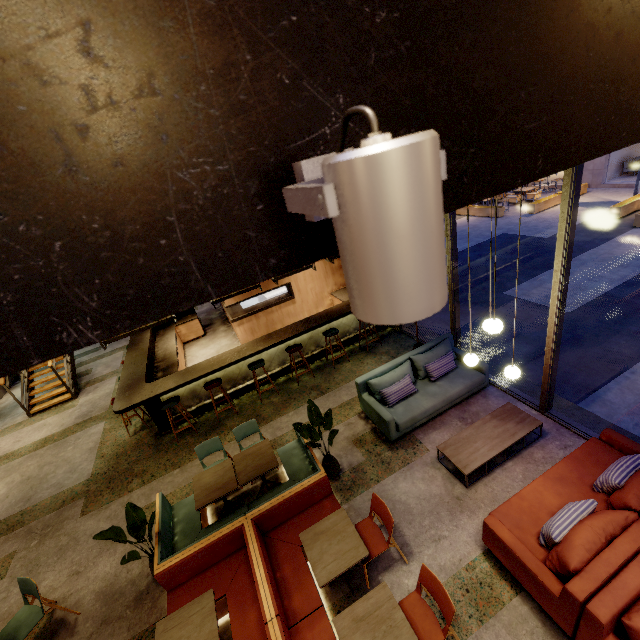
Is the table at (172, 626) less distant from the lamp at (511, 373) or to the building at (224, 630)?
the building at (224, 630)

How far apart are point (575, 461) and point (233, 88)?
5.6 meters

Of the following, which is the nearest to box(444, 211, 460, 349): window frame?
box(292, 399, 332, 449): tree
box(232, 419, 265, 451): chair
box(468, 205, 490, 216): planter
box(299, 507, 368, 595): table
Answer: box(292, 399, 332, 449): tree

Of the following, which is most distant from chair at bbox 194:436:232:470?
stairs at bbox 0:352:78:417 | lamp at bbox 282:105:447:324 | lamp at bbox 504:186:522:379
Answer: stairs at bbox 0:352:78:417

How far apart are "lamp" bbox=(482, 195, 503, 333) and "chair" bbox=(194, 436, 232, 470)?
4.2m

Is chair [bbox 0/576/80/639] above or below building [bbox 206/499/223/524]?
above

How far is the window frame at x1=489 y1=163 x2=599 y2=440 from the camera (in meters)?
3.91

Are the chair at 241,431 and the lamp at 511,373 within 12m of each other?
yes
